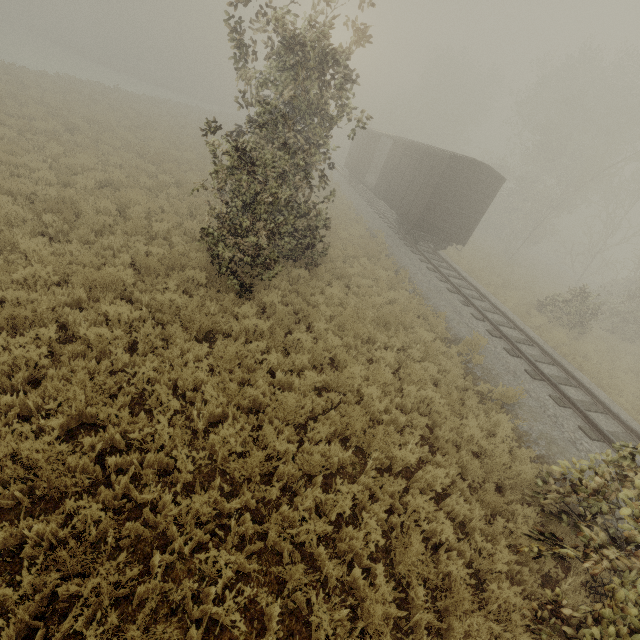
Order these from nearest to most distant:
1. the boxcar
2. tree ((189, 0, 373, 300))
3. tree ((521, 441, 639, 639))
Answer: tree ((521, 441, 639, 639))
tree ((189, 0, 373, 300))
the boxcar

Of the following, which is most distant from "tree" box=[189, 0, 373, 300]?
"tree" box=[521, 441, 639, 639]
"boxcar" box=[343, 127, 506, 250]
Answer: "boxcar" box=[343, 127, 506, 250]

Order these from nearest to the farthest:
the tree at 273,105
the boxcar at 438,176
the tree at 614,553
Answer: the tree at 614,553 < the tree at 273,105 < the boxcar at 438,176

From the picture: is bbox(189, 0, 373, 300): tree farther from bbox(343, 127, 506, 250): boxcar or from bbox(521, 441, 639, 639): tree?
bbox(343, 127, 506, 250): boxcar

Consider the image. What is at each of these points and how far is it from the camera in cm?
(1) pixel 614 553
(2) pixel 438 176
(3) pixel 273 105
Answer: (1) tree, 394
(2) boxcar, 1545
(3) tree, 689

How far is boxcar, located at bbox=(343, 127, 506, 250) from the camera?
15.59m

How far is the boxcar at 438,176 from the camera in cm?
1559
